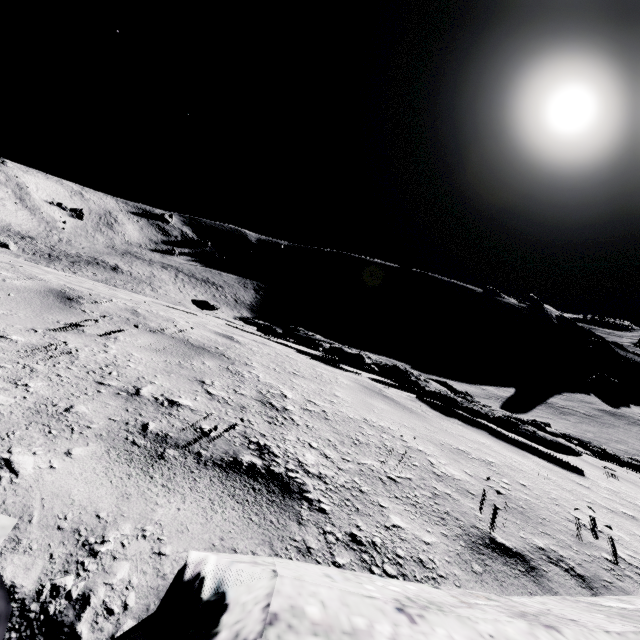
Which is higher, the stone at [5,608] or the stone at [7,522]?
the stone at [7,522]

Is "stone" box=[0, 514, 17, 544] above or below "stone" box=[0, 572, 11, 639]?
above

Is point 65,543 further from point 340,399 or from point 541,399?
point 541,399
